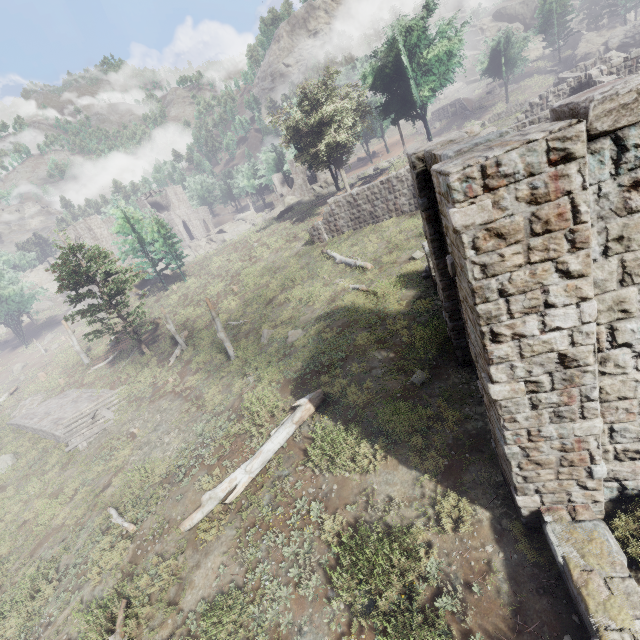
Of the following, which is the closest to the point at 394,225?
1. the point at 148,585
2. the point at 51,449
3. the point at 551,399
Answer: the point at 551,399

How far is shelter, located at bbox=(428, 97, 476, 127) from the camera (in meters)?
54.17

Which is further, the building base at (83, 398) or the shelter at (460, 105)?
the shelter at (460, 105)

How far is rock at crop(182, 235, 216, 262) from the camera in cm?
5534

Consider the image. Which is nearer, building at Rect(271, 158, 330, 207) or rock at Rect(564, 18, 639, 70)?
rock at Rect(564, 18, 639, 70)

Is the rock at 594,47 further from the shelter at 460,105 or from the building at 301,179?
the building at 301,179

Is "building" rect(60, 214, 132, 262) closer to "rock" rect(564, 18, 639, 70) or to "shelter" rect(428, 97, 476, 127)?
"shelter" rect(428, 97, 476, 127)

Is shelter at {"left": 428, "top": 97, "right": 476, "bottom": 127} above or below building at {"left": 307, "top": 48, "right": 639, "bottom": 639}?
above
